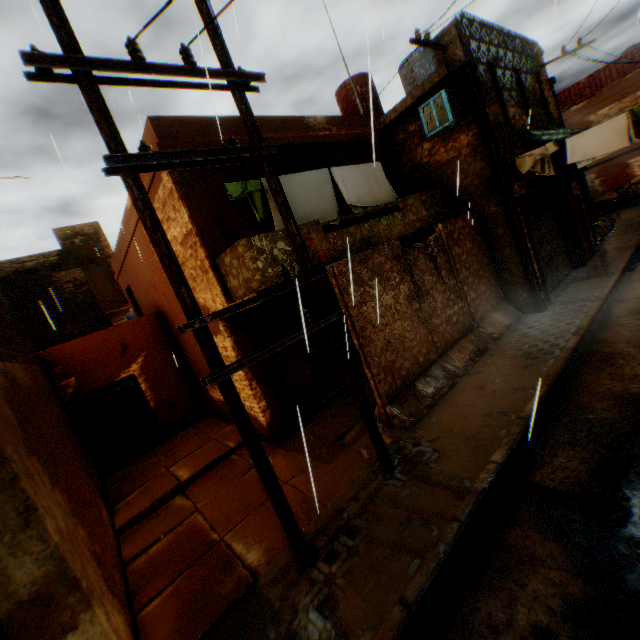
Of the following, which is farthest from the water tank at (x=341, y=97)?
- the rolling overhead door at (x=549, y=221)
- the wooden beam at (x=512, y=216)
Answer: the rolling overhead door at (x=549, y=221)

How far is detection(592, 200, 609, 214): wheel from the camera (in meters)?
→ 21.33

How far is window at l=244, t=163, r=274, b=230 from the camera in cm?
758

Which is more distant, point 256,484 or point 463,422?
point 256,484

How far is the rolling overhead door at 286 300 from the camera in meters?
8.6 m

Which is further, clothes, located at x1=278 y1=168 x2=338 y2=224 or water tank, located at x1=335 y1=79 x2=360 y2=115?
water tank, located at x1=335 y1=79 x2=360 y2=115

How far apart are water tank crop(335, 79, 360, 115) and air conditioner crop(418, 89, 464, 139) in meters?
4.4 m

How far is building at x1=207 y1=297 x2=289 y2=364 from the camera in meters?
7.5
